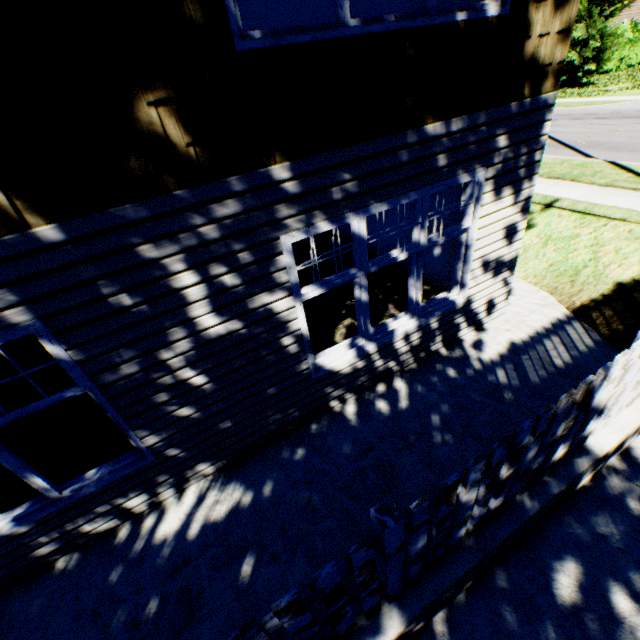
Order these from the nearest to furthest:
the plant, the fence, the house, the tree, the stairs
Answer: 1. the fence
2. the stairs
3. the plant
4. the tree
5. the house

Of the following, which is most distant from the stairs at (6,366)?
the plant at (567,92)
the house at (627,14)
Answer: the house at (627,14)

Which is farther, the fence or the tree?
the tree

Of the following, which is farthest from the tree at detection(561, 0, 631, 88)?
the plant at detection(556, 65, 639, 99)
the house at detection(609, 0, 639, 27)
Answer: the plant at detection(556, 65, 639, 99)

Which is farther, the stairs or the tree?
the tree

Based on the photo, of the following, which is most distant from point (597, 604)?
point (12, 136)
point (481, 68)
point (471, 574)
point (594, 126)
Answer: point (594, 126)

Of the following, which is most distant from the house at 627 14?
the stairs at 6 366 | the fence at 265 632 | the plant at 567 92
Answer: the stairs at 6 366

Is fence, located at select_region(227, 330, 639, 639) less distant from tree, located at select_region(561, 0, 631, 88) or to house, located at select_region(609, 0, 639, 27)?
tree, located at select_region(561, 0, 631, 88)
